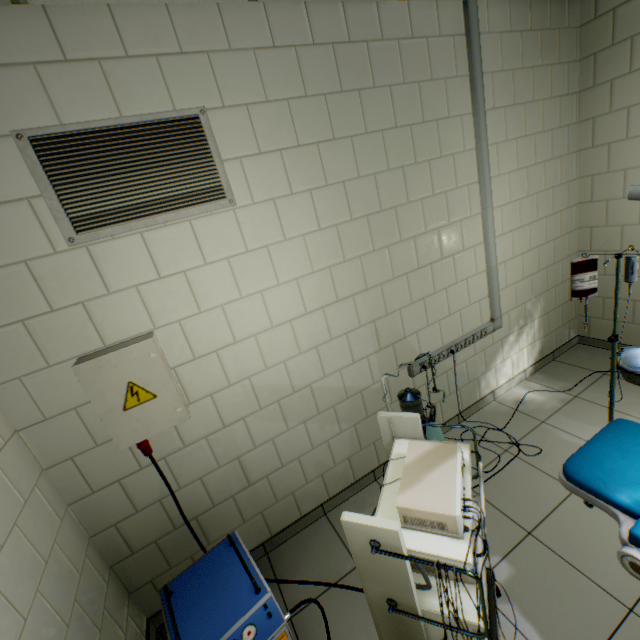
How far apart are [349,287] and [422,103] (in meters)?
1.39

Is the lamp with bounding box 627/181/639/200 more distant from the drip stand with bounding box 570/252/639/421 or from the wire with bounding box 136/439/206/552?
the wire with bounding box 136/439/206/552

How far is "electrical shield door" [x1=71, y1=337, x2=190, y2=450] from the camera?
1.6m

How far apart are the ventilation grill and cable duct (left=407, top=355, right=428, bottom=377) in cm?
185

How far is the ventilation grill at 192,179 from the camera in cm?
144

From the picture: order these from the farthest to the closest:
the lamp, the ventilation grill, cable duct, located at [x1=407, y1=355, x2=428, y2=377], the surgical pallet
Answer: cable duct, located at [x1=407, y1=355, x2=428, y2=377]
the surgical pallet
the ventilation grill
the lamp

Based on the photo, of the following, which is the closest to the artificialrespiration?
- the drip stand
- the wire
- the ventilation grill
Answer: the wire

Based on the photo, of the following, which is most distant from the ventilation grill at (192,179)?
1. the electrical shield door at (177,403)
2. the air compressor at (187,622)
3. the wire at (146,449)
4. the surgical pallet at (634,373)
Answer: the surgical pallet at (634,373)
